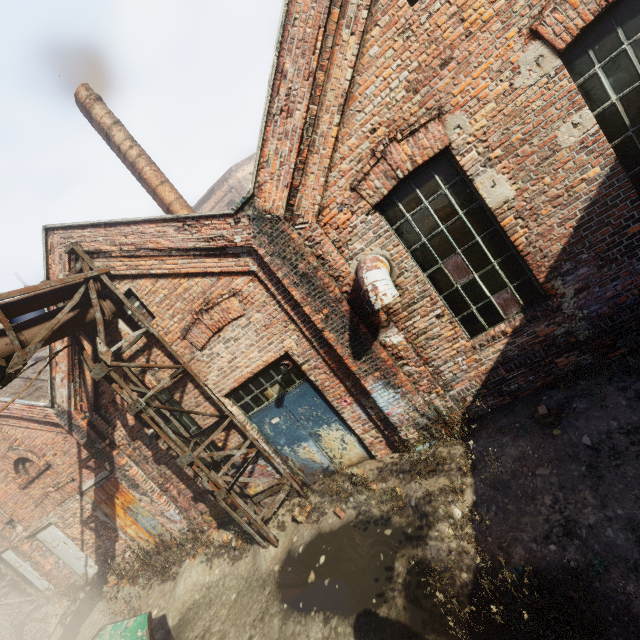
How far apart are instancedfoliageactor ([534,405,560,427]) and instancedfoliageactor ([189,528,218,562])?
7.60m

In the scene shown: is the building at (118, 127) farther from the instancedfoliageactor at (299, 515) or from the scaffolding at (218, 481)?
the instancedfoliageactor at (299, 515)

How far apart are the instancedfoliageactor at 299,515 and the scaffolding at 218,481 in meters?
0.3 m

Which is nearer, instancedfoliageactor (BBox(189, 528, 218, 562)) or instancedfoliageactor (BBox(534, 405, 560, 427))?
instancedfoliageactor (BBox(534, 405, 560, 427))

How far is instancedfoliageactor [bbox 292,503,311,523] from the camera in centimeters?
637cm

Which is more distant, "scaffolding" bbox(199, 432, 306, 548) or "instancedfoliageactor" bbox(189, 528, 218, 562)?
"instancedfoliageactor" bbox(189, 528, 218, 562)

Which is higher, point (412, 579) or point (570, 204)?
point (570, 204)

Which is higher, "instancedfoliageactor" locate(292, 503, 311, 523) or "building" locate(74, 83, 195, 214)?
"building" locate(74, 83, 195, 214)
